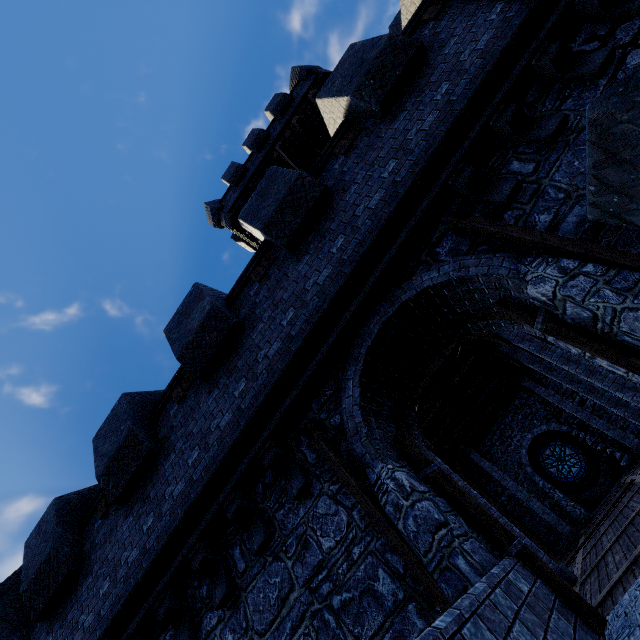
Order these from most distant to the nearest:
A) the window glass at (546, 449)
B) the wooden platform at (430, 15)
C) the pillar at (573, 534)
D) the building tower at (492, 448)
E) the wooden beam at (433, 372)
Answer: the window glass at (546, 449) → the building tower at (492, 448) → the pillar at (573, 534) → the wooden beam at (433, 372) → the wooden platform at (430, 15)

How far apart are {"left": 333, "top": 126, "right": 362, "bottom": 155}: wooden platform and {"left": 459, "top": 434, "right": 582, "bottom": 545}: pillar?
16.3m

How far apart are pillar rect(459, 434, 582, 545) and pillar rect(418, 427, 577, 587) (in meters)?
8.01

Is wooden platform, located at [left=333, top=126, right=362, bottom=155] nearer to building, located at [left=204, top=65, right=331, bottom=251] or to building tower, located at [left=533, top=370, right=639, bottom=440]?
building tower, located at [left=533, top=370, right=639, bottom=440]

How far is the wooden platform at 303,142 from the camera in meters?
14.3

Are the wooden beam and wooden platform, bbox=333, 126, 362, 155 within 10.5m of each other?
yes

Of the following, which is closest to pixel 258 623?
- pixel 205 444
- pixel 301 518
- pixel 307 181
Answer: pixel 301 518

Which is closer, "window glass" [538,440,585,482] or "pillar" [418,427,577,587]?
"pillar" [418,427,577,587]
